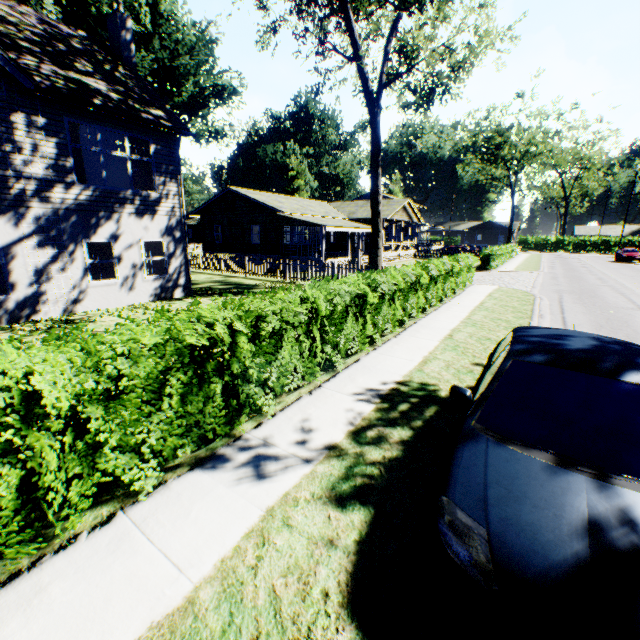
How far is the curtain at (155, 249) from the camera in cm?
1331

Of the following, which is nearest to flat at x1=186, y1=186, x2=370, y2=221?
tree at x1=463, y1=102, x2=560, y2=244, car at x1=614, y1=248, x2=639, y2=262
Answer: tree at x1=463, y1=102, x2=560, y2=244

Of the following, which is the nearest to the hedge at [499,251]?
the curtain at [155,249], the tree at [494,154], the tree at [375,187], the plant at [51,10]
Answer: the tree at [375,187]

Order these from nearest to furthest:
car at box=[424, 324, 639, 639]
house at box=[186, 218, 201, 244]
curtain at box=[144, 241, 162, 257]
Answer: car at box=[424, 324, 639, 639] < curtain at box=[144, 241, 162, 257] < house at box=[186, 218, 201, 244]

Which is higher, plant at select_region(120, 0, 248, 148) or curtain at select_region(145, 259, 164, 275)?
plant at select_region(120, 0, 248, 148)

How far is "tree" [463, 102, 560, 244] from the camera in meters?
43.8 m

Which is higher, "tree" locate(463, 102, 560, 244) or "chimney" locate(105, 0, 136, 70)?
"tree" locate(463, 102, 560, 244)

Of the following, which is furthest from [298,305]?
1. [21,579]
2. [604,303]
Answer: [604,303]
